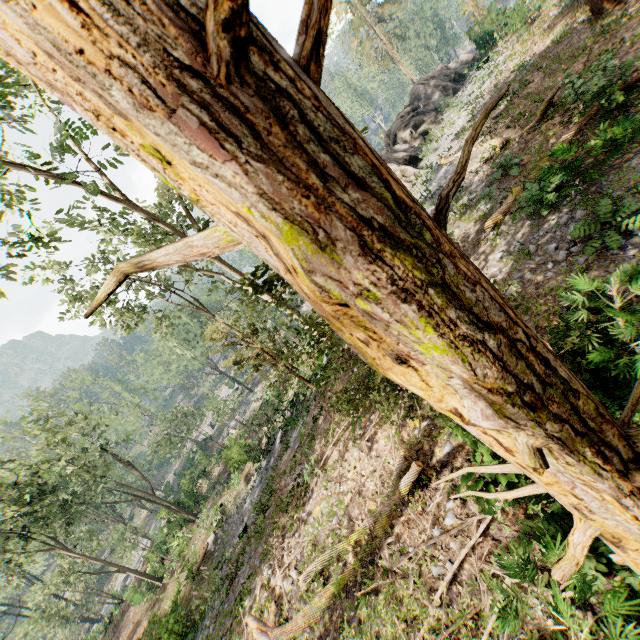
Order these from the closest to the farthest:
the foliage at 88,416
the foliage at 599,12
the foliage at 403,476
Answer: the foliage at 403,476
the foliage at 599,12
the foliage at 88,416

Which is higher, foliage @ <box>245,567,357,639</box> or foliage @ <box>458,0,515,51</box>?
foliage @ <box>458,0,515,51</box>

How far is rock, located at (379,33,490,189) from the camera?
26.32m

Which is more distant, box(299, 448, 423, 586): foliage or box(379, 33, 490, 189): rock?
box(379, 33, 490, 189): rock

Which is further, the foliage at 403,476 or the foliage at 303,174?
the foliage at 403,476

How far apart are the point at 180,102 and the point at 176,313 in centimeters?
5415cm

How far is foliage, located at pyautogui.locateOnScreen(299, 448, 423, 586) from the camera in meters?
7.4 m
